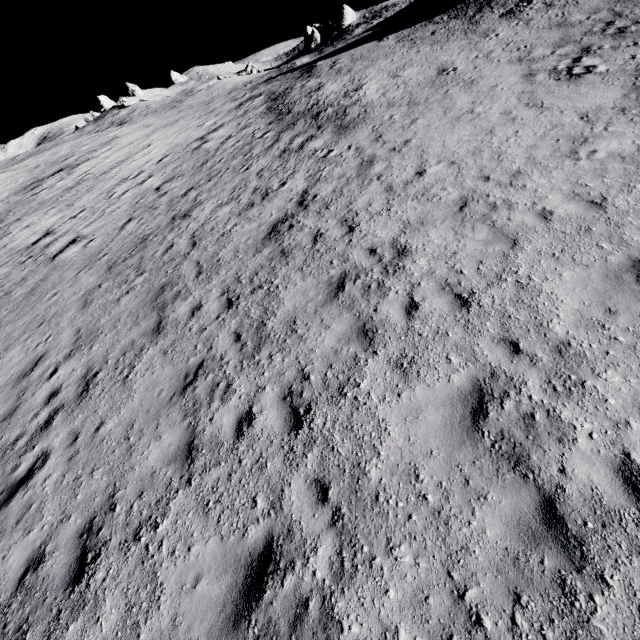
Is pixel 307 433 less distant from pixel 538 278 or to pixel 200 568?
pixel 200 568
